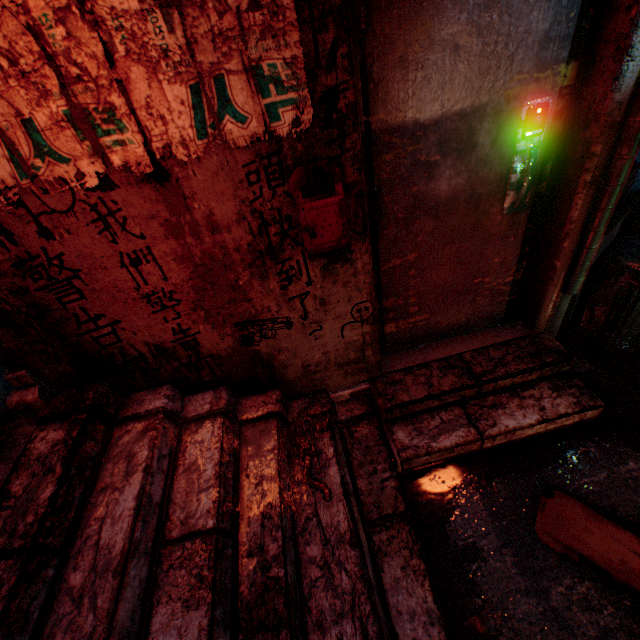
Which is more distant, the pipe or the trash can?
the trash can

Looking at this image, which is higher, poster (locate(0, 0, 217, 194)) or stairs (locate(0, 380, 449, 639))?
poster (locate(0, 0, 217, 194))

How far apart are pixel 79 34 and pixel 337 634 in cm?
208

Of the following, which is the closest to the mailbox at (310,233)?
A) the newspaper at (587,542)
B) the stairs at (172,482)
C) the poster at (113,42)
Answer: the poster at (113,42)

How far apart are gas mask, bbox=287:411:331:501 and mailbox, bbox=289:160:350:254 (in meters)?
0.96

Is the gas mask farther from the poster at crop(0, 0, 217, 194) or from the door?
the poster at crop(0, 0, 217, 194)

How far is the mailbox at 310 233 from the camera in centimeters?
119cm

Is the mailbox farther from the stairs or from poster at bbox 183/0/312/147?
the stairs
